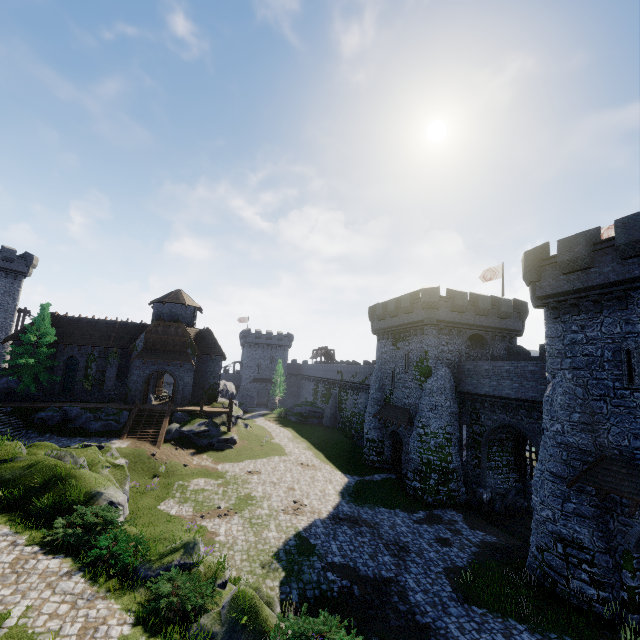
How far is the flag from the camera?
31.9m

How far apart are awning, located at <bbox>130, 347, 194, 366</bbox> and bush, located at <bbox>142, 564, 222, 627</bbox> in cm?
2605

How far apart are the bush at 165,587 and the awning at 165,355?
26.05m

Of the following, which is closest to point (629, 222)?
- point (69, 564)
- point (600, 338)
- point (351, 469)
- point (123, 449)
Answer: point (600, 338)

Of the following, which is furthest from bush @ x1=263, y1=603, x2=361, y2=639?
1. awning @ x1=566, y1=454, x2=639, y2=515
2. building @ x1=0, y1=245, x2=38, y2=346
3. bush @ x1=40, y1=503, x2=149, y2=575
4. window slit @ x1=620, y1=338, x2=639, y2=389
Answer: building @ x1=0, y1=245, x2=38, y2=346

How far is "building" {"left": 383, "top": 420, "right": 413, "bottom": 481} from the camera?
28.67m

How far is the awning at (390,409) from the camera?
28.1 meters

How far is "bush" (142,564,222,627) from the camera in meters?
9.0 m
